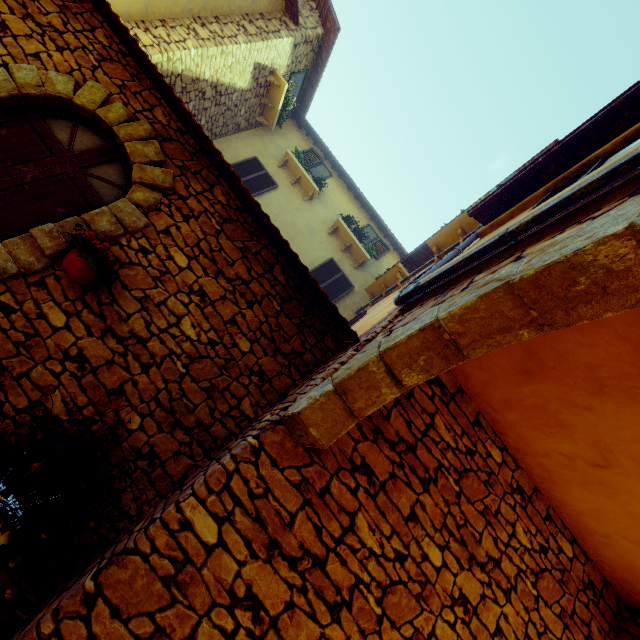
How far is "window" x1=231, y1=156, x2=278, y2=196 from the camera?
8.97m

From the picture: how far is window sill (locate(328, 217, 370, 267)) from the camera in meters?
9.3

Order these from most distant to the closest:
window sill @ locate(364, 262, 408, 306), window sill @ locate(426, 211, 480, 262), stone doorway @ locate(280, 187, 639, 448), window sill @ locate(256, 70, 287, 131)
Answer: window sill @ locate(256, 70, 287, 131)
window sill @ locate(364, 262, 408, 306)
window sill @ locate(426, 211, 480, 262)
stone doorway @ locate(280, 187, 639, 448)

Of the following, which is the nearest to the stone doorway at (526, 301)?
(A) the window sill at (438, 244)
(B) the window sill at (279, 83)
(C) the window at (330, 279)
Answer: (A) the window sill at (438, 244)

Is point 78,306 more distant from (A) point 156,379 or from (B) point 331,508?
(B) point 331,508

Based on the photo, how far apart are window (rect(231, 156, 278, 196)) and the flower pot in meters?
5.9

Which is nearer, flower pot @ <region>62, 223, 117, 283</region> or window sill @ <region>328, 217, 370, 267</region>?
flower pot @ <region>62, 223, 117, 283</region>

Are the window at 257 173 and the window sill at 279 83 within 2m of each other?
yes
